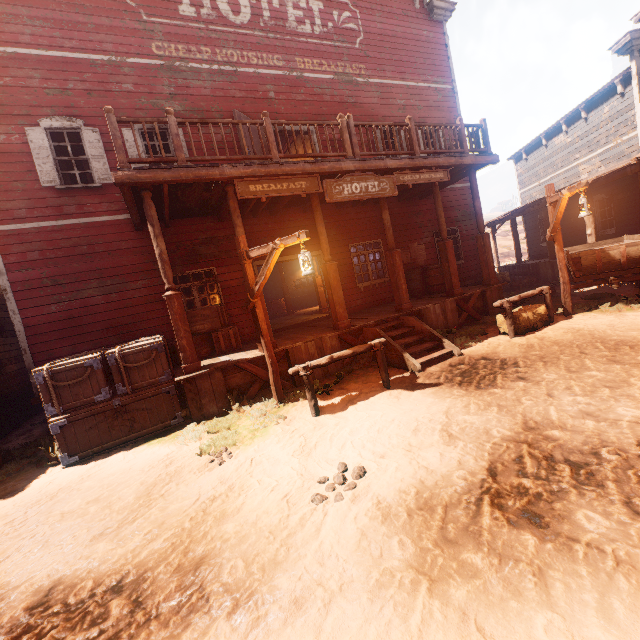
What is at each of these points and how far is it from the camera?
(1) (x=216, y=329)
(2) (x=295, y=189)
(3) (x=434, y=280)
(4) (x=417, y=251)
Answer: (1) wooden box, 8.2 meters
(2) sign, 7.0 meters
(3) barrel, 11.2 meters
(4) poster, 12.5 meters

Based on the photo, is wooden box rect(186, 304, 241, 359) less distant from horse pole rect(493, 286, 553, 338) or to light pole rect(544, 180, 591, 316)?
light pole rect(544, 180, 591, 316)

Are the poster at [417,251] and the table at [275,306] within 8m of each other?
no

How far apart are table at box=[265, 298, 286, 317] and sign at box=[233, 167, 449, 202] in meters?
12.3 m

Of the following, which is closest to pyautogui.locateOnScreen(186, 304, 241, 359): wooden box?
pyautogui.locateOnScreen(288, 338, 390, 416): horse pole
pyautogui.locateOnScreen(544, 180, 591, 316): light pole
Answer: pyautogui.locateOnScreen(544, 180, 591, 316): light pole

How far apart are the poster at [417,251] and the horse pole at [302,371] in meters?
6.4 m

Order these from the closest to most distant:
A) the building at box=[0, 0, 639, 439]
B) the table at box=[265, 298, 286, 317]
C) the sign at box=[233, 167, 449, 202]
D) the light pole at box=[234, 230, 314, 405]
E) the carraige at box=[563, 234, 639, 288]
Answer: the light pole at box=[234, 230, 314, 405], the sign at box=[233, 167, 449, 202], the building at box=[0, 0, 639, 439], the carraige at box=[563, 234, 639, 288], the table at box=[265, 298, 286, 317]

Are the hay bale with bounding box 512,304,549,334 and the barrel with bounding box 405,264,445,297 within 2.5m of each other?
no
